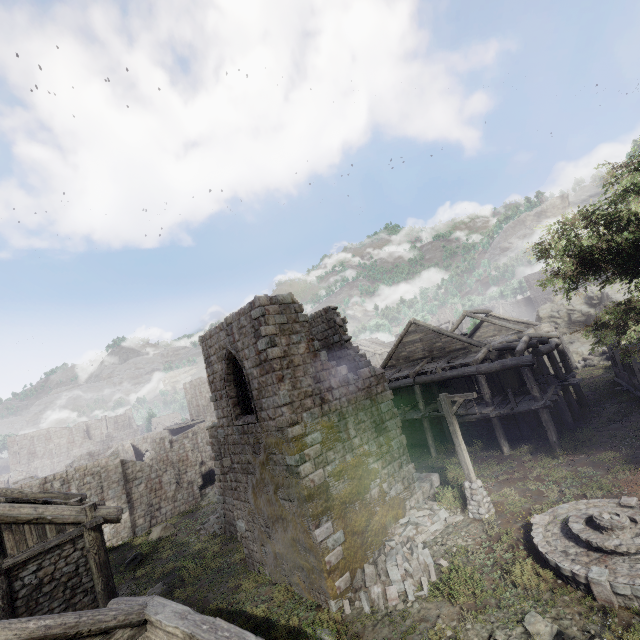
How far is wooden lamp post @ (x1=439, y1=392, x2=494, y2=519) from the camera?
12.5 meters

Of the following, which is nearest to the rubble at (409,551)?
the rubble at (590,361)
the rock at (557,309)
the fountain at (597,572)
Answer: the fountain at (597,572)

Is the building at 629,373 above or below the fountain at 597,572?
above

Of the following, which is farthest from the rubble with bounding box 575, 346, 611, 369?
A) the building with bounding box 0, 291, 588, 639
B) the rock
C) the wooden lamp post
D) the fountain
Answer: the wooden lamp post

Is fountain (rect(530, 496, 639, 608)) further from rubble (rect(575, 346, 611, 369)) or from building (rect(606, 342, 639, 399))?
rubble (rect(575, 346, 611, 369))

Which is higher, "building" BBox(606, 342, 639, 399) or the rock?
the rock

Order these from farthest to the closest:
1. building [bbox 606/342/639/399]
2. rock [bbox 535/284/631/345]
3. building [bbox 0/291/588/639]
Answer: rock [bbox 535/284/631/345]
building [bbox 606/342/639/399]
building [bbox 0/291/588/639]

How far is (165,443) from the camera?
31.78m
